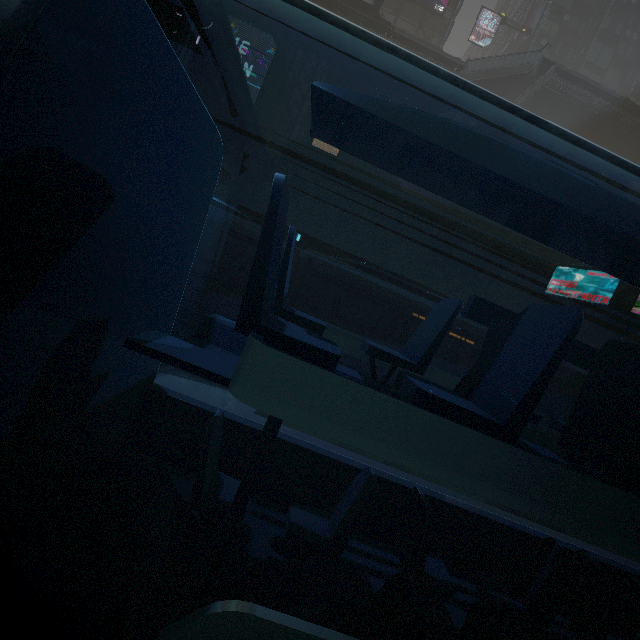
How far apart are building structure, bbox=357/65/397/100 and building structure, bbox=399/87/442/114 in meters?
0.7

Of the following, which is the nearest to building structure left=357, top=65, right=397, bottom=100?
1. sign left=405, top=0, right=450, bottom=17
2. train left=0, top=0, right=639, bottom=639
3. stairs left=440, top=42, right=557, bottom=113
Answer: stairs left=440, top=42, right=557, bottom=113

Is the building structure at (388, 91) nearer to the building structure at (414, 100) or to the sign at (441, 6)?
the building structure at (414, 100)

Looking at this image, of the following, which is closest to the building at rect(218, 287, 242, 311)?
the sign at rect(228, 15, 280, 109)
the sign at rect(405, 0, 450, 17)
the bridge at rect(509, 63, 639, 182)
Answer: the sign at rect(228, 15, 280, 109)

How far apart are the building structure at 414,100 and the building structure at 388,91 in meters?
0.7 m

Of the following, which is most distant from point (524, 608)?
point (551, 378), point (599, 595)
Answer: point (551, 378)

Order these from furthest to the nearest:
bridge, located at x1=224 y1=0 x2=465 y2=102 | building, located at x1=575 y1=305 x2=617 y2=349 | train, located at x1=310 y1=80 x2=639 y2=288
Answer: bridge, located at x1=224 y1=0 x2=465 y2=102
building, located at x1=575 y1=305 x2=617 y2=349
train, located at x1=310 y1=80 x2=639 y2=288

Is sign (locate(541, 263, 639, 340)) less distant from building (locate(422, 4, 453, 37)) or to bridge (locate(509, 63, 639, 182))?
building (locate(422, 4, 453, 37))
